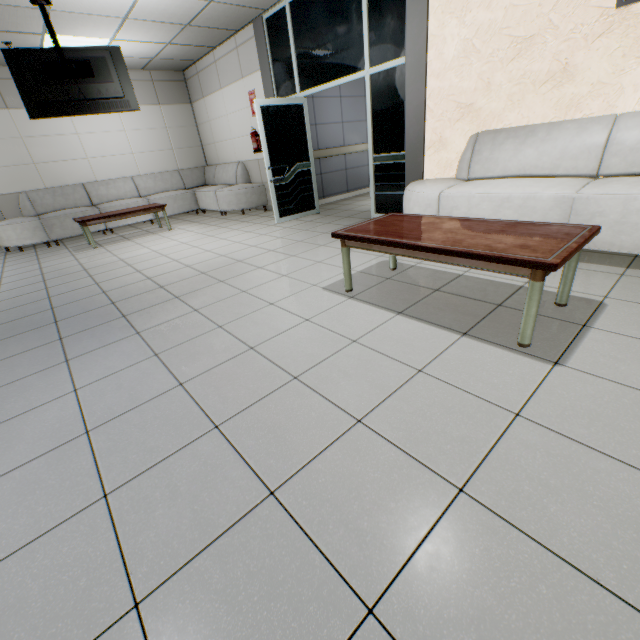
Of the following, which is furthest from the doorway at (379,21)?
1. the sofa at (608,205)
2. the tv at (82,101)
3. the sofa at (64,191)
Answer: the tv at (82,101)

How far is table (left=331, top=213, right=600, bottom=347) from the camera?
1.69m

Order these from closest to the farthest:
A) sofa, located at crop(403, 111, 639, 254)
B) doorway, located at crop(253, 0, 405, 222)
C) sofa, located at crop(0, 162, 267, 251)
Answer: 1. sofa, located at crop(403, 111, 639, 254)
2. doorway, located at crop(253, 0, 405, 222)
3. sofa, located at crop(0, 162, 267, 251)

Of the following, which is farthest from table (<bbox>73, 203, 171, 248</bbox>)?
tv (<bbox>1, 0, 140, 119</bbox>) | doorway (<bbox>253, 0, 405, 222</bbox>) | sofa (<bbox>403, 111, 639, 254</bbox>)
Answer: sofa (<bbox>403, 111, 639, 254</bbox>)

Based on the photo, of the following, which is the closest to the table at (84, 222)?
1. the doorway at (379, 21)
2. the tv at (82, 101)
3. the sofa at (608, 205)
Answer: the tv at (82, 101)

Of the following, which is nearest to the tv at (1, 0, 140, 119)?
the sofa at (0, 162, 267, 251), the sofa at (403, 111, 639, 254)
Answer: the sofa at (0, 162, 267, 251)

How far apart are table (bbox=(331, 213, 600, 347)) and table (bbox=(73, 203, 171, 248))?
5.4m

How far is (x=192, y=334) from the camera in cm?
250
